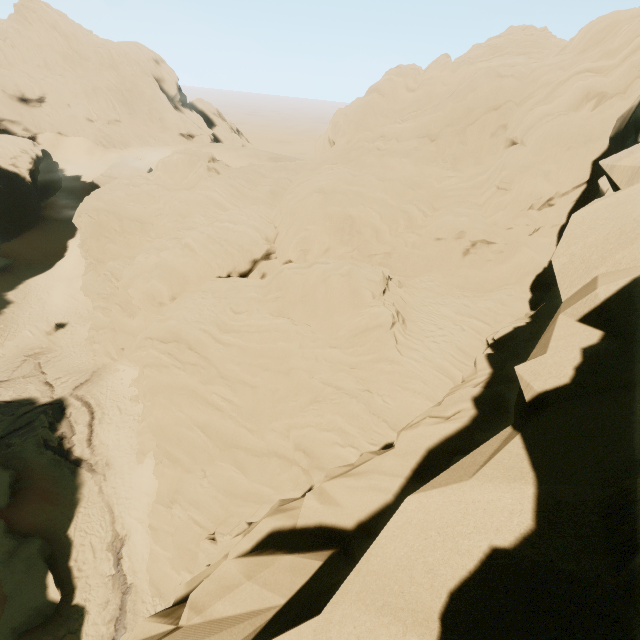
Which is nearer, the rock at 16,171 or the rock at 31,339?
the rock at 31,339

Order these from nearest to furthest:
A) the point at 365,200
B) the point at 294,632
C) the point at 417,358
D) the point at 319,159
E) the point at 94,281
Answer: the point at 294,632, the point at 417,358, the point at 365,200, the point at 319,159, the point at 94,281

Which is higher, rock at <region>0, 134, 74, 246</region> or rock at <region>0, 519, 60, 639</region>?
rock at <region>0, 134, 74, 246</region>

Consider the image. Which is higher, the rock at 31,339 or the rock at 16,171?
the rock at 16,171

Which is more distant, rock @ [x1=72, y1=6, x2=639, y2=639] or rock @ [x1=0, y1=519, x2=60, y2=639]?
rock @ [x1=0, y1=519, x2=60, y2=639]

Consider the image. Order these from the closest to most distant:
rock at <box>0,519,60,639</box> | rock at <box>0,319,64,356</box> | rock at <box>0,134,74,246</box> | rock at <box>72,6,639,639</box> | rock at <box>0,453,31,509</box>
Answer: rock at <box>72,6,639,639</box>, rock at <box>0,519,60,639</box>, rock at <box>0,453,31,509</box>, rock at <box>0,319,64,356</box>, rock at <box>0,134,74,246</box>
